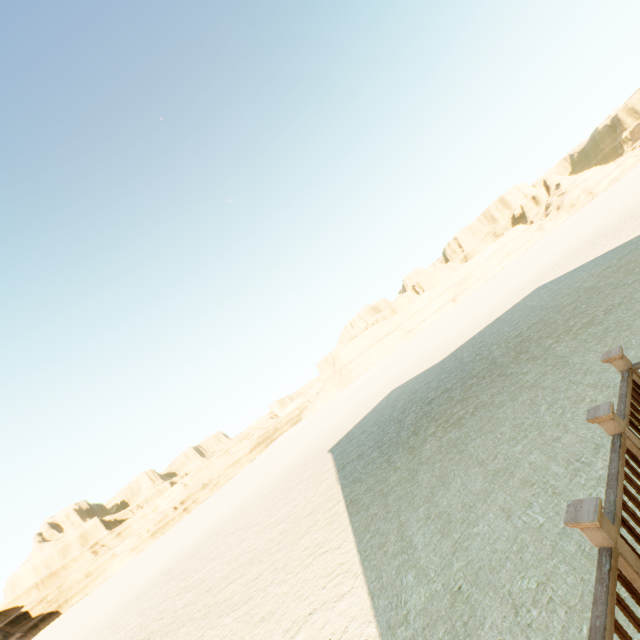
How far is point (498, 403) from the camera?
6.8 meters
